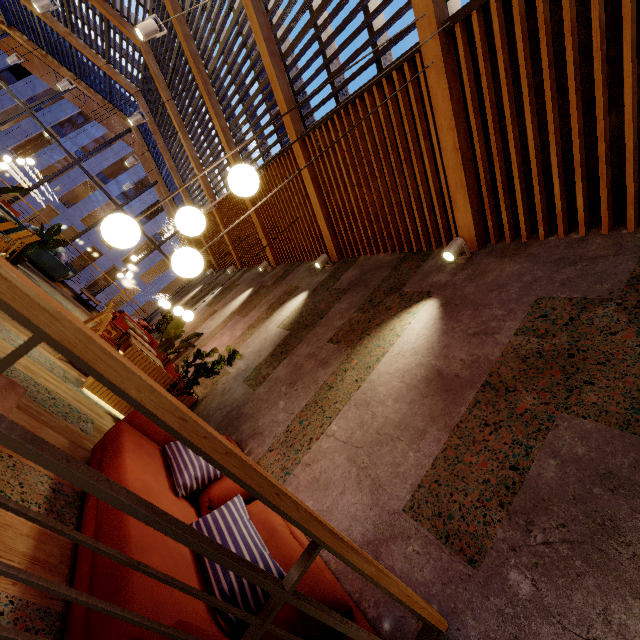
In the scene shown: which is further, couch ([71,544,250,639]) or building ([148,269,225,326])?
building ([148,269,225,326])

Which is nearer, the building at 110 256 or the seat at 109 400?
the seat at 109 400

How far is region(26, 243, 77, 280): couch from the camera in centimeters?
916cm

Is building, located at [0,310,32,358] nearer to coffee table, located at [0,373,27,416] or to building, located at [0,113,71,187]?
coffee table, located at [0,373,27,416]

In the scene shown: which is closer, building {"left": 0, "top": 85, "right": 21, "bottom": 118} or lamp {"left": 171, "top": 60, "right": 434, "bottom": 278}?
lamp {"left": 171, "top": 60, "right": 434, "bottom": 278}

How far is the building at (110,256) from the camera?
26.2 meters

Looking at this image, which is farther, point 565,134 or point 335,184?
point 335,184

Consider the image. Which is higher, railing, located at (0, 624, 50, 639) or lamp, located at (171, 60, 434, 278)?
lamp, located at (171, 60, 434, 278)
